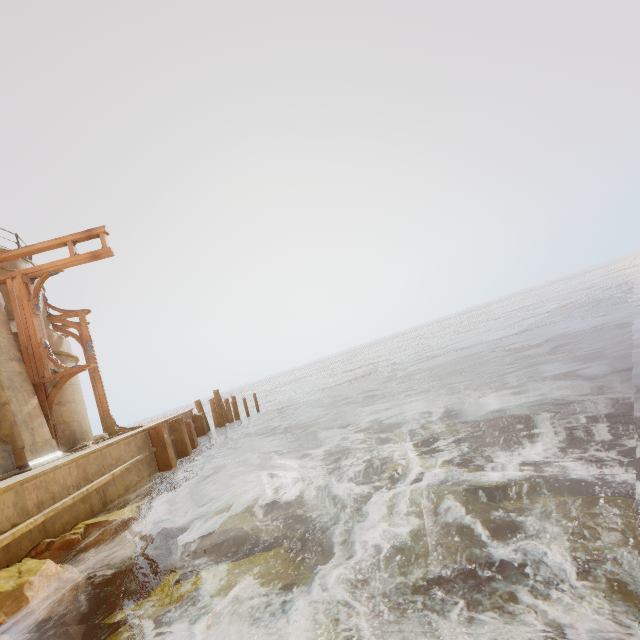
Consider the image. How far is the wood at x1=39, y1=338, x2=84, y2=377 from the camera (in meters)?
9.55

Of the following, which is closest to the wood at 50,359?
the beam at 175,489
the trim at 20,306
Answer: the trim at 20,306

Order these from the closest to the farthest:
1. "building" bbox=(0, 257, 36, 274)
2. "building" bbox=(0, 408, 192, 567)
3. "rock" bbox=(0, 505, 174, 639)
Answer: "rock" bbox=(0, 505, 174, 639) → "building" bbox=(0, 408, 192, 567) → "building" bbox=(0, 257, 36, 274)

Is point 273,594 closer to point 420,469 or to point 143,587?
point 420,469

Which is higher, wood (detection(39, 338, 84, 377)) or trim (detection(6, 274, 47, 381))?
trim (detection(6, 274, 47, 381))

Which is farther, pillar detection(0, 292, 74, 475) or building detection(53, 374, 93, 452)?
building detection(53, 374, 93, 452)

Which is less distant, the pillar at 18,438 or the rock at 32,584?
the rock at 32,584

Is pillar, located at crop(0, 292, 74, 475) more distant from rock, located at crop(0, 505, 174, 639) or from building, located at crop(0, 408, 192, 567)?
rock, located at crop(0, 505, 174, 639)
